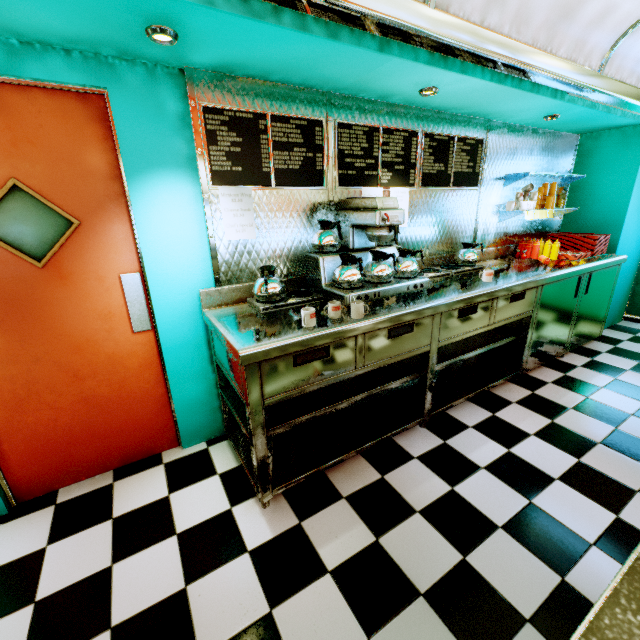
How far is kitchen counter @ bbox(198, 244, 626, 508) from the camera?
1.9m

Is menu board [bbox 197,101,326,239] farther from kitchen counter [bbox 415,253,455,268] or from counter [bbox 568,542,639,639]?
counter [bbox 568,542,639,639]

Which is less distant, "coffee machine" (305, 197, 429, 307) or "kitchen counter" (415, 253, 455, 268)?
"coffee machine" (305, 197, 429, 307)

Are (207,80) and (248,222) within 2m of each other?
yes

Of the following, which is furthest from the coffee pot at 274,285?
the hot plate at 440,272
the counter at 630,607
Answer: the counter at 630,607

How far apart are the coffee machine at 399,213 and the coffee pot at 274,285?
0.3m

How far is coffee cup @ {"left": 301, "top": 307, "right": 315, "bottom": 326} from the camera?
1.9 meters

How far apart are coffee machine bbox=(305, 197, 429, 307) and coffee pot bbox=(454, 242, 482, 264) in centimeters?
89cm
